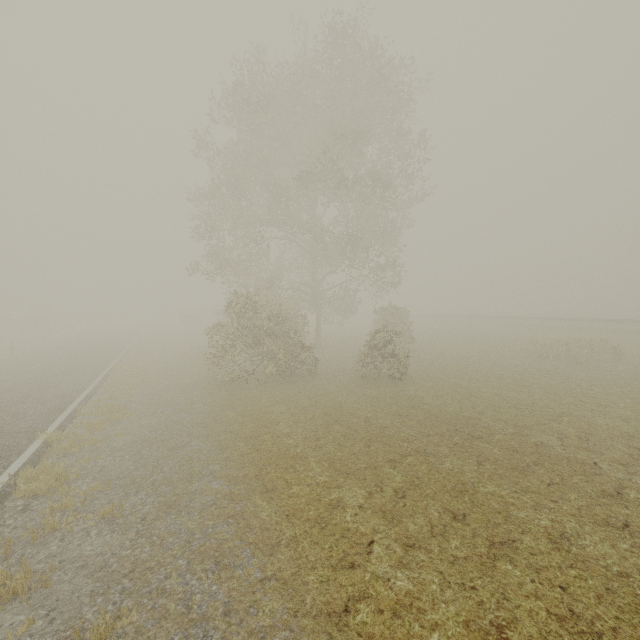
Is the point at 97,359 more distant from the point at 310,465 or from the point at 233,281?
the point at 310,465
